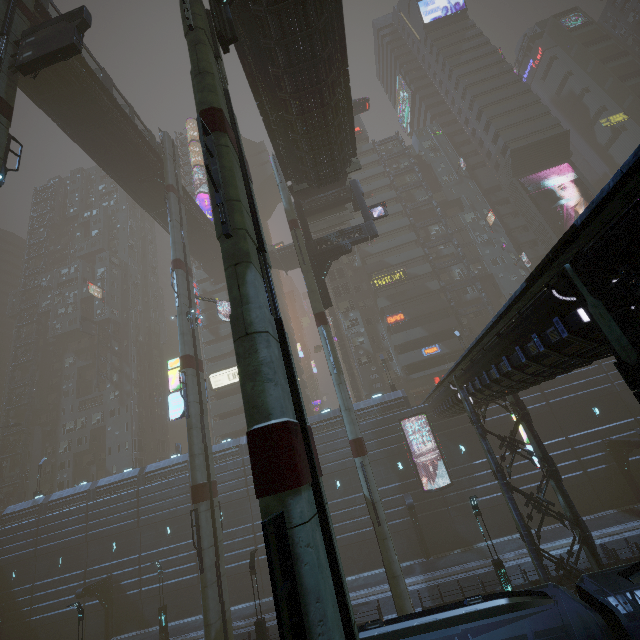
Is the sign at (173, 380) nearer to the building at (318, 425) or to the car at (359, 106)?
the building at (318, 425)

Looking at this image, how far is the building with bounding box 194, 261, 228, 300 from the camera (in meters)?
54.91

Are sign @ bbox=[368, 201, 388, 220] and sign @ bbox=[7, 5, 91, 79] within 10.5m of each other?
no

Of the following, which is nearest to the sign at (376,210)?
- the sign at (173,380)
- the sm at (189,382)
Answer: the sm at (189,382)

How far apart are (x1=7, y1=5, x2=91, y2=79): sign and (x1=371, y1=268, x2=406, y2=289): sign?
38.0m

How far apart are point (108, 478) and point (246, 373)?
41.0m

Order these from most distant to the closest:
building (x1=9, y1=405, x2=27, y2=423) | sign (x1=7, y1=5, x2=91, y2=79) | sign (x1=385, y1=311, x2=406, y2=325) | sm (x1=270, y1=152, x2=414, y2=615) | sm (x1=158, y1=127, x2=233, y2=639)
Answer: building (x1=9, y1=405, x2=27, y2=423) → sign (x1=385, y1=311, x2=406, y2=325) → sm (x1=158, y1=127, x2=233, y2=639) → sm (x1=270, y1=152, x2=414, y2=615) → sign (x1=7, y1=5, x2=91, y2=79)
